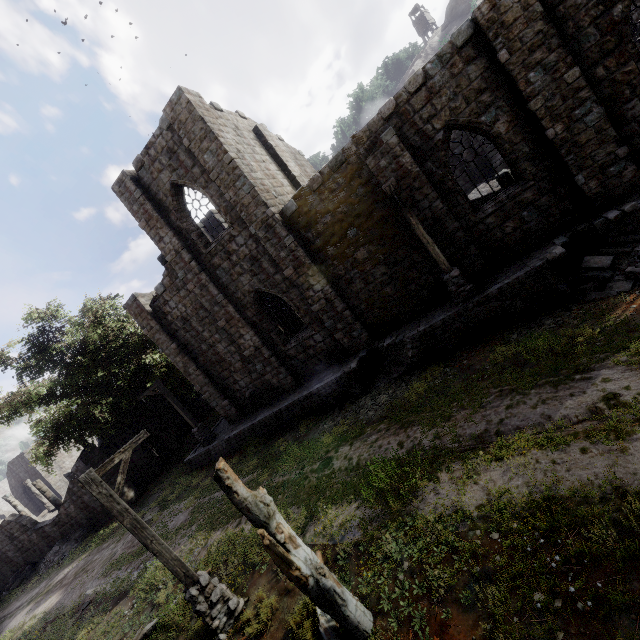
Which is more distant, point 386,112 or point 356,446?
point 386,112

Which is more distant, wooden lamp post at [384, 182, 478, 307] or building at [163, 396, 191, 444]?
building at [163, 396, 191, 444]

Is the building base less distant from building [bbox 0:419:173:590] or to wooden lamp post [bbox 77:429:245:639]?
building [bbox 0:419:173:590]

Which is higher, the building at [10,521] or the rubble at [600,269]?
the building at [10,521]

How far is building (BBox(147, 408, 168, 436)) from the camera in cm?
2691

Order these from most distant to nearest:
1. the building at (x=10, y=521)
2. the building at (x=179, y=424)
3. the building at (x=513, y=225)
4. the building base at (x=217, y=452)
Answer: the building at (x=179, y=424) < the building at (x=10, y=521) < the building base at (x=217, y=452) < the building at (x=513, y=225)

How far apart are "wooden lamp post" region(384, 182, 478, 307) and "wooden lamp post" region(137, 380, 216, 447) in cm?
1549

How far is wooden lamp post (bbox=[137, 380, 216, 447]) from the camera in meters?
18.2
